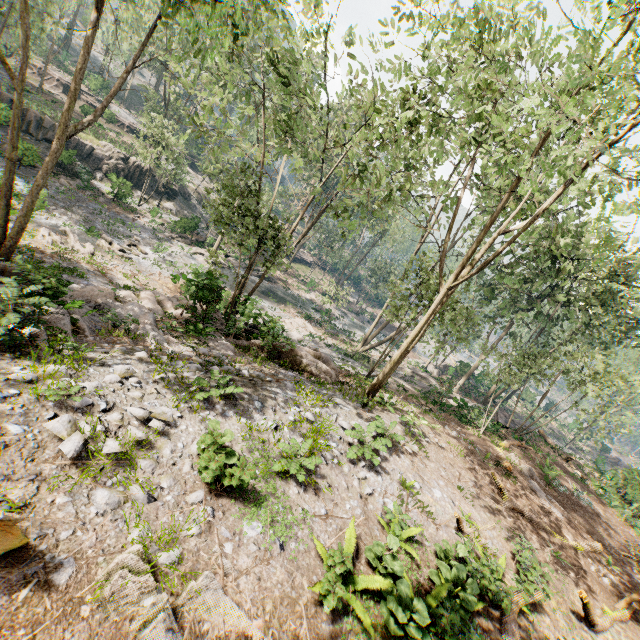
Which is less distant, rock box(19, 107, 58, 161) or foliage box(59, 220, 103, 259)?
foliage box(59, 220, 103, 259)

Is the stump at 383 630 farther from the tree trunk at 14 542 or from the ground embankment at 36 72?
the ground embankment at 36 72

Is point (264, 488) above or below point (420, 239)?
below

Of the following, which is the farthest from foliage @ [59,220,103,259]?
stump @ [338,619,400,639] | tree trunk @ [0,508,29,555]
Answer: tree trunk @ [0,508,29,555]

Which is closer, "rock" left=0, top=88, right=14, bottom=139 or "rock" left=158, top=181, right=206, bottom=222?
"rock" left=0, top=88, right=14, bottom=139

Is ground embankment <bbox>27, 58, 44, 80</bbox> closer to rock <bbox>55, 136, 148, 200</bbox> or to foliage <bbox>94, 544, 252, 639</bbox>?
foliage <bbox>94, 544, 252, 639</bbox>

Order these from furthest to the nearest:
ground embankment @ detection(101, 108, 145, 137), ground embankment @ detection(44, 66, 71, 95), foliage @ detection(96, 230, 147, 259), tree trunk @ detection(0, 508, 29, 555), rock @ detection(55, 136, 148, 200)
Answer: ground embankment @ detection(44, 66, 71, 95)
ground embankment @ detection(101, 108, 145, 137)
rock @ detection(55, 136, 148, 200)
foliage @ detection(96, 230, 147, 259)
tree trunk @ detection(0, 508, 29, 555)

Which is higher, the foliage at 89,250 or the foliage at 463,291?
the foliage at 463,291
